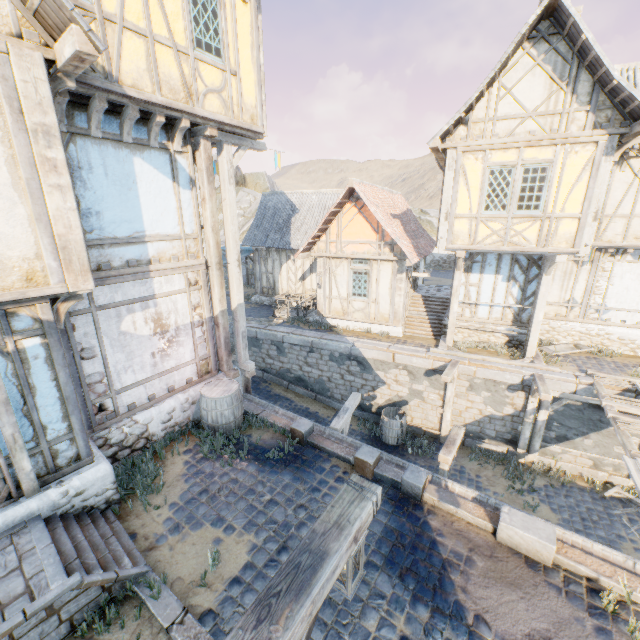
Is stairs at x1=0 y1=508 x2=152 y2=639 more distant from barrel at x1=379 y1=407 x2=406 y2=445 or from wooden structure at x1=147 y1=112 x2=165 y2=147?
barrel at x1=379 y1=407 x2=406 y2=445

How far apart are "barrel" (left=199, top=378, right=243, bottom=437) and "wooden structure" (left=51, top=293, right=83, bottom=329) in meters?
3.2

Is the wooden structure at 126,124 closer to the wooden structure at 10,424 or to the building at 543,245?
the wooden structure at 10,424

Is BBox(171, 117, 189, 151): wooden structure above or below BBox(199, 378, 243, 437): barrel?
above

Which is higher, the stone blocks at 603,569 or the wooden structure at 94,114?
the wooden structure at 94,114

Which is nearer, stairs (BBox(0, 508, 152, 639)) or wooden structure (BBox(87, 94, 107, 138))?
stairs (BBox(0, 508, 152, 639))

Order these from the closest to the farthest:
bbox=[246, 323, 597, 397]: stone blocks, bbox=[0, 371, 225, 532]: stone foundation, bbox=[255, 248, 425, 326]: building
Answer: bbox=[0, 371, 225, 532]: stone foundation, bbox=[246, 323, 597, 397]: stone blocks, bbox=[255, 248, 425, 326]: building

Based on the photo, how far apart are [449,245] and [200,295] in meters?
7.9
